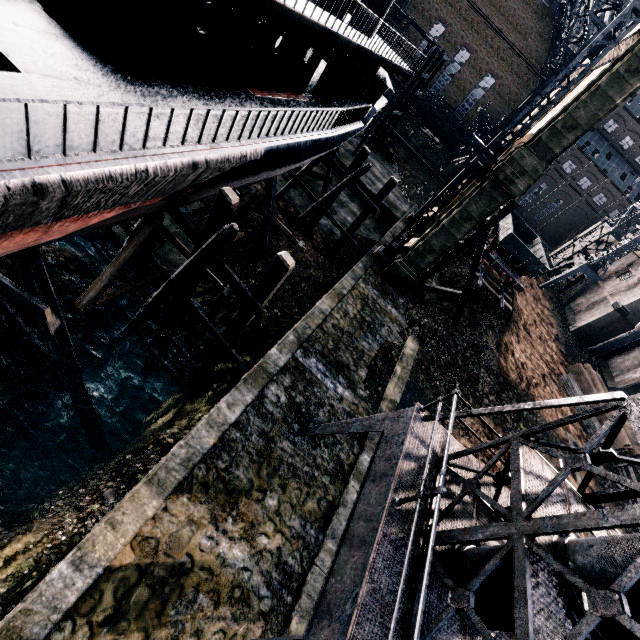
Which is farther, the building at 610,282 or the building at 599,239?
the building at 599,239

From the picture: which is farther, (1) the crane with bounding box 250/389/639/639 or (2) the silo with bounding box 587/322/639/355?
(2) the silo with bounding box 587/322/639/355

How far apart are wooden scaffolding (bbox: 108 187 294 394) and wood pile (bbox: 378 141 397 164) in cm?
3757

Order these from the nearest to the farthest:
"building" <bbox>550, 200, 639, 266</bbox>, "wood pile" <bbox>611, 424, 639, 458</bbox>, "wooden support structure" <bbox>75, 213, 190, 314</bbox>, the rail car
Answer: "wooden support structure" <bbox>75, 213, 190, 314</bbox>, "wood pile" <bbox>611, 424, 639, 458</bbox>, the rail car, "building" <bbox>550, 200, 639, 266</bbox>

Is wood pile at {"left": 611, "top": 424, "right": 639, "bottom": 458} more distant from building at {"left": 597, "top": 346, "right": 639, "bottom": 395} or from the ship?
the ship

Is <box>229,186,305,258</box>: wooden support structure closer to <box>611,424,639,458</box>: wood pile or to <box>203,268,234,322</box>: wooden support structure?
<box>203,268,234,322</box>: wooden support structure

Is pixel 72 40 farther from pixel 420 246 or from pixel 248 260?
pixel 420 246

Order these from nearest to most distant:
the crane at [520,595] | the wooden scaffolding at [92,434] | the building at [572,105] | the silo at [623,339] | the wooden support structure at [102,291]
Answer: the crane at [520,595] → the wooden scaffolding at [92,434] → the wooden support structure at [102,291] → the building at [572,105] → the silo at [623,339]
